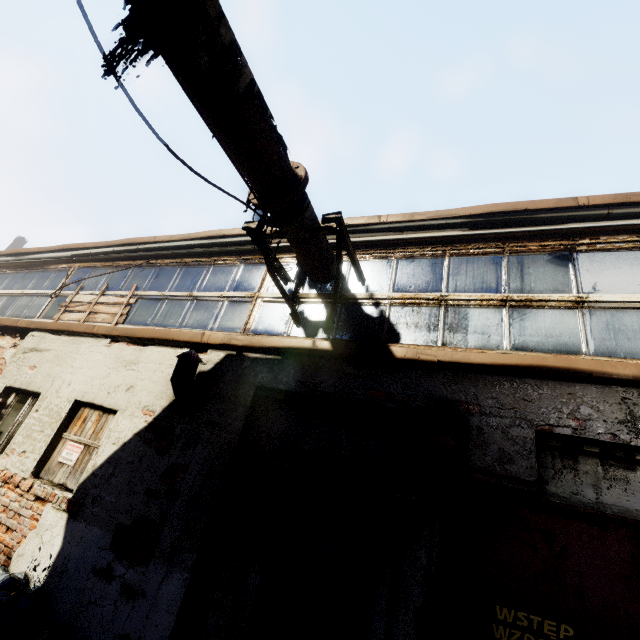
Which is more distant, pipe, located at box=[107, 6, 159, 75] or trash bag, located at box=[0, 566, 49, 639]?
trash bag, located at box=[0, 566, 49, 639]

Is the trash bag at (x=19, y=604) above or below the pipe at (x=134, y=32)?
below

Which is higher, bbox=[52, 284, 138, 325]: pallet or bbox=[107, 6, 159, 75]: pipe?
bbox=[107, 6, 159, 75]: pipe

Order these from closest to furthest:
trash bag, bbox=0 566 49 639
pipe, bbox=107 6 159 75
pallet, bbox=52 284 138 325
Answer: pipe, bbox=107 6 159 75 < trash bag, bbox=0 566 49 639 < pallet, bbox=52 284 138 325

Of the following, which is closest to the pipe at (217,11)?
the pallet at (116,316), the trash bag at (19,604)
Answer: the pallet at (116,316)

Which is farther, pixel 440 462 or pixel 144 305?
pixel 144 305

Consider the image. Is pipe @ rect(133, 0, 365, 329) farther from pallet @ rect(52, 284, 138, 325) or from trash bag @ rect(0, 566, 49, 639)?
trash bag @ rect(0, 566, 49, 639)
